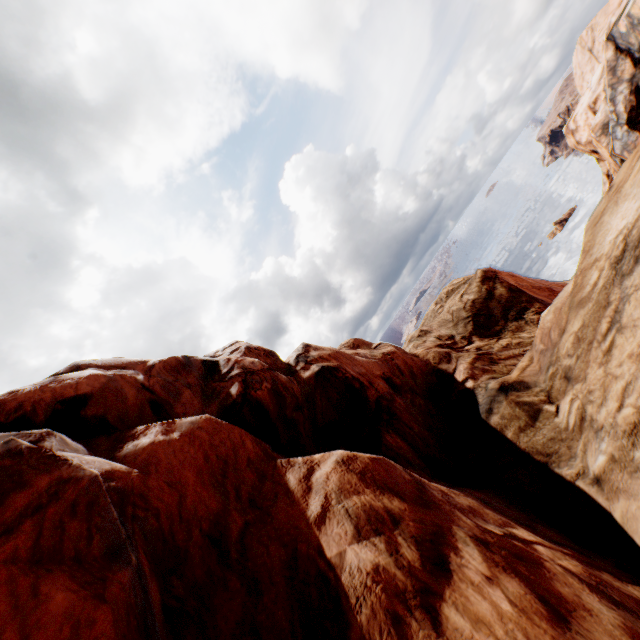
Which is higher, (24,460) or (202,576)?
(24,460)
